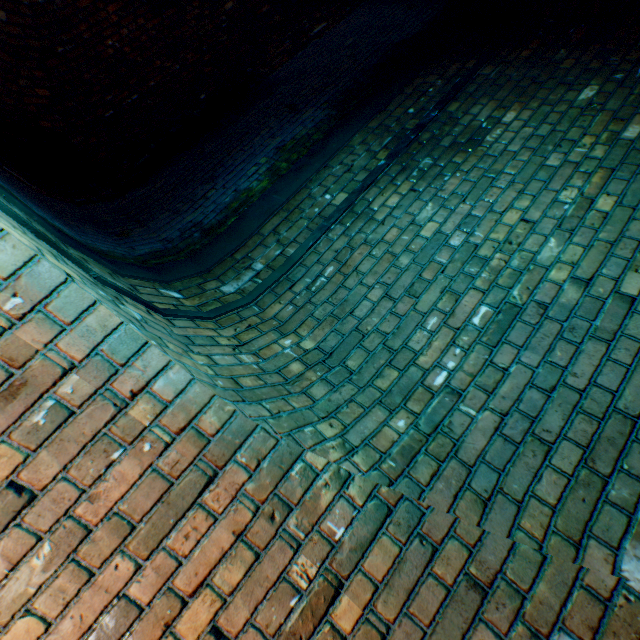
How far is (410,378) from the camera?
1.6m
